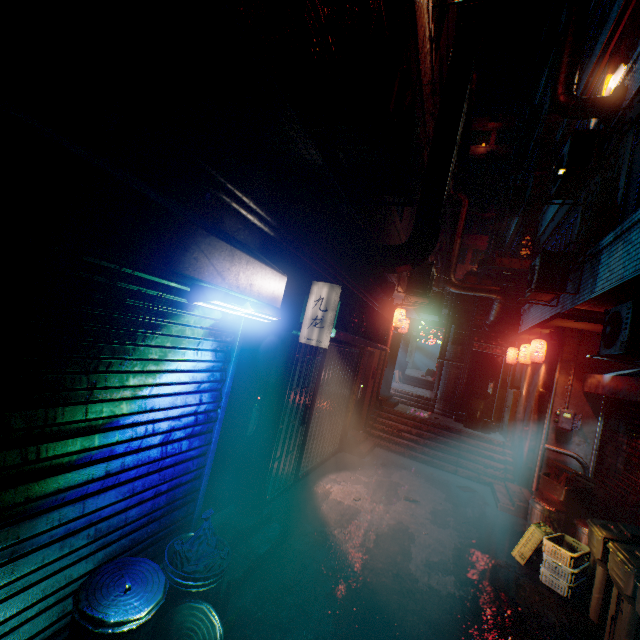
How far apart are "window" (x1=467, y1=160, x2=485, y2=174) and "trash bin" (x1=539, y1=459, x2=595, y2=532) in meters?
32.5 m

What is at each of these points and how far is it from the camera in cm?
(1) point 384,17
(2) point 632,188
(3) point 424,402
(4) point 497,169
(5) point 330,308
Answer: (1) window, 357
(2) window, 433
(3) stairs, 1104
(4) window, 3062
(5) sign, 380

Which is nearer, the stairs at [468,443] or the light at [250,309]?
the light at [250,309]

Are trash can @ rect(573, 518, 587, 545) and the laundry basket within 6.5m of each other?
yes

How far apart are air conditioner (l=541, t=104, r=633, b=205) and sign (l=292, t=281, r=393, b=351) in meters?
3.5

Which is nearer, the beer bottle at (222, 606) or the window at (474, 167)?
the beer bottle at (222, 606)

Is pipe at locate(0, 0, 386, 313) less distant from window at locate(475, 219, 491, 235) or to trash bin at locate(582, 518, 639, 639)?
trash bin at locate(582, 518, 639, 639)

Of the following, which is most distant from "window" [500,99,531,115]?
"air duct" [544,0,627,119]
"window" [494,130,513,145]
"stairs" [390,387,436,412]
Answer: "stairs" [390,387,436,412]
